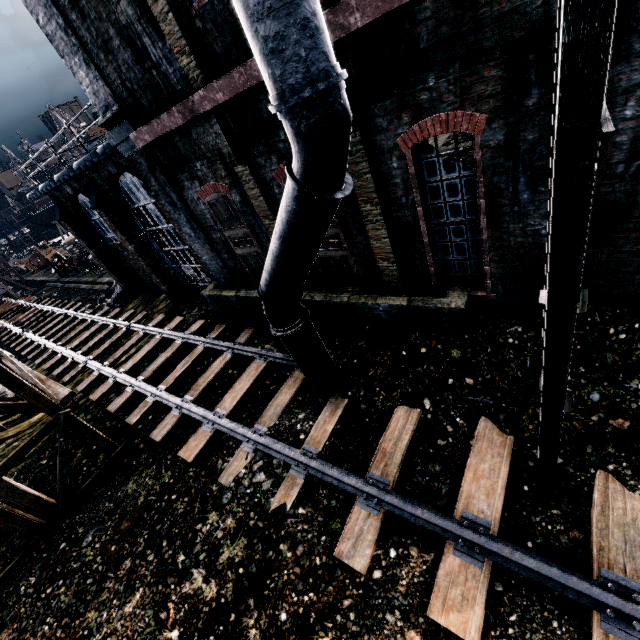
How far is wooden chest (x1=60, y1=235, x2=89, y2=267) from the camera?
34.2m

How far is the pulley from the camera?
49.3 meters

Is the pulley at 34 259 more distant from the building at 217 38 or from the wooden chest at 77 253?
the building at 217 38

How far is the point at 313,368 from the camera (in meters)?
8.59

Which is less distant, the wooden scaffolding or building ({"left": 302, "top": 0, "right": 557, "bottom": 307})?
building ({"left": 302, "top": 0, "right": 557, "bottom": 307})

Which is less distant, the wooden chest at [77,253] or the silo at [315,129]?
the silo at [315,129]

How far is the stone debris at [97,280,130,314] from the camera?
23.1 meters

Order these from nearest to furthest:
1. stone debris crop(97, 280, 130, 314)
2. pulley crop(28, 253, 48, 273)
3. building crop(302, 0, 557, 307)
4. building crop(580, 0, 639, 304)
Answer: building crop(580, 0, 639, 304) < building crop(302, 0, 557, 307) < stone debris crop(97, 280, 130, 314) < pulley crop(28, 253, 48, 273)
